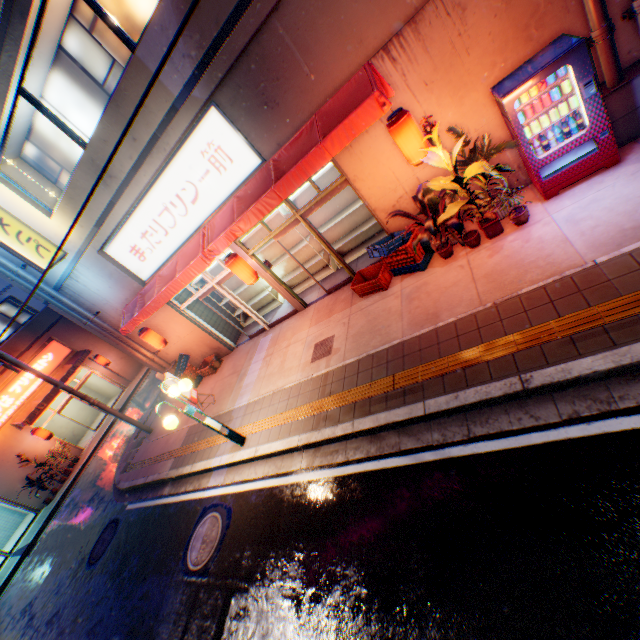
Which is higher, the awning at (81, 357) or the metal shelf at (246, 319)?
the awning at (81, 357)

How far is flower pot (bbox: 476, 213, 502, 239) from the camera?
6.12m

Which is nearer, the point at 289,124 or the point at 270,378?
the point at 289,124

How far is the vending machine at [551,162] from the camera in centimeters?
466cm

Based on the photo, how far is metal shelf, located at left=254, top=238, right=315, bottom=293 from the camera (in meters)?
10.77

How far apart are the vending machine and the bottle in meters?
0.0 m

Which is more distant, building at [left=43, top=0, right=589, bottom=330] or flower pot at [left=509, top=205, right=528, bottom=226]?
flower pot at [left=509, top=205, right=528, bottom=226]

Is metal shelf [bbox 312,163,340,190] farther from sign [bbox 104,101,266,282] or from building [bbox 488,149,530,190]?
sign [bbox 104,101,266,282]
